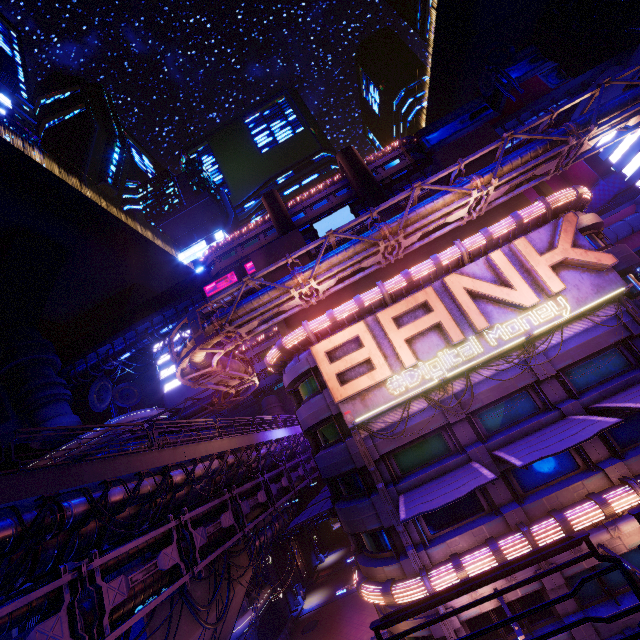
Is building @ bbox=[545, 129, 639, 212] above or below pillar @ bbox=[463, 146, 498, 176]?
above

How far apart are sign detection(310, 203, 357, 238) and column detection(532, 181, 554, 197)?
30.4m

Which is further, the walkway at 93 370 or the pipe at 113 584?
the walkway at 93 370

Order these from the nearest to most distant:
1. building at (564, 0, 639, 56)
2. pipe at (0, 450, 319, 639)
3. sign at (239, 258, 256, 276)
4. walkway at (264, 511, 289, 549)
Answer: pipe at (0, 450, 319, 639) < walkway at (264, 511, 289, 549) < sign at (239, 258, 256, 276) < building at (564, 0, 639, 56)

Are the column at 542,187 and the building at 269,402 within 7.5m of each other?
no

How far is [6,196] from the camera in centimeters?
4891cm

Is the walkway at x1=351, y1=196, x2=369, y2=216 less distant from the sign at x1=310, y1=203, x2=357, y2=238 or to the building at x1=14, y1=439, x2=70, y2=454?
the sign at x1=310, y1=203, x2=357, y2=238

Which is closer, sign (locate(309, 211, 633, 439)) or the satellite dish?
sign (locate(309, 211, 633, 439))
